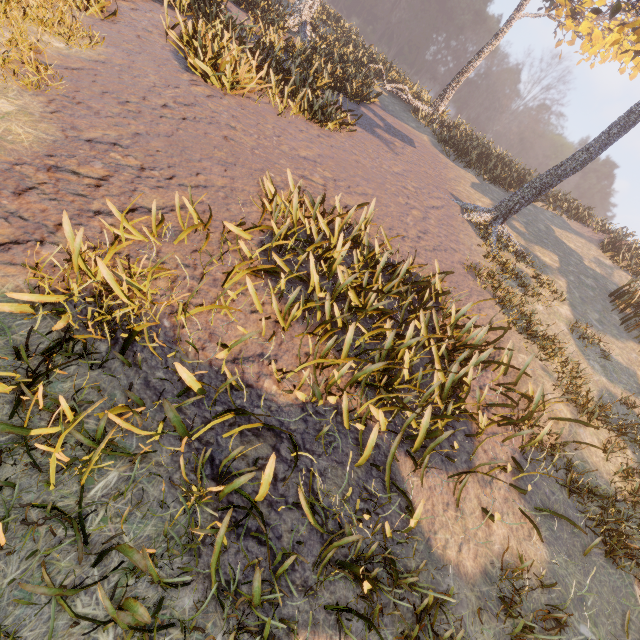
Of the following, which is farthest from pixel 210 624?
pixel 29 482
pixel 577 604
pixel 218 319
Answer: pixel 577 604
